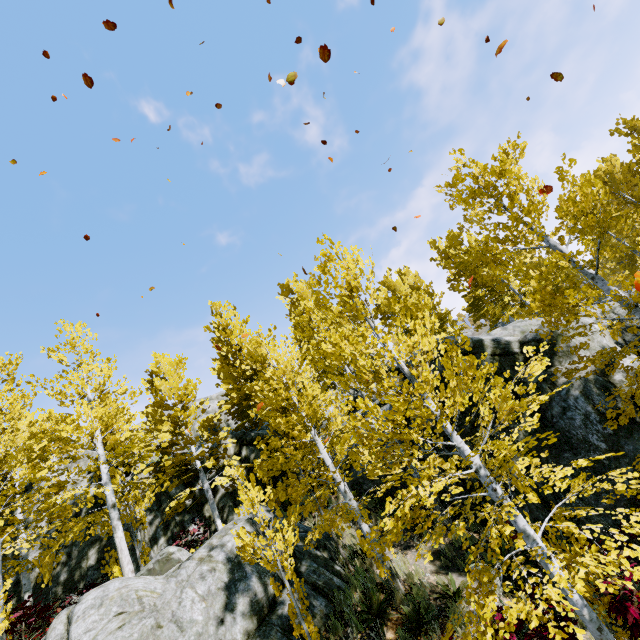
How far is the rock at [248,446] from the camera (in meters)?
15.85

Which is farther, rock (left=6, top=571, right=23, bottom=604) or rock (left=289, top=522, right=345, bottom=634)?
rock (left=6, top=571, right=23, bottom=604)

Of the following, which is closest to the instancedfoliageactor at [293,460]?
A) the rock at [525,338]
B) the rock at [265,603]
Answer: the rock at [525,338]

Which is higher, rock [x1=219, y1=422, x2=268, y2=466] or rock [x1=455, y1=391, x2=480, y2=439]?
rock [x1=219, y1=422, x2=268, y2=466]

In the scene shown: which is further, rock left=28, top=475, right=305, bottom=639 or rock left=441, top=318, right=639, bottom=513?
rock left=441, top=318, right=639, bottom=513

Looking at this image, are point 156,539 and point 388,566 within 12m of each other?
yes

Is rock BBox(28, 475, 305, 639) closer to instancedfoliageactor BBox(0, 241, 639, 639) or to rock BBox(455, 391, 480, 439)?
rock BBox(455, 391, 480, 439)

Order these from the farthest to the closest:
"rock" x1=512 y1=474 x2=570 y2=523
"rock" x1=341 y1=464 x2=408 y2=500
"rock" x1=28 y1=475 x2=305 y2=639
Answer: "rock" x1=341 y1=464 x2=408 y2=500 → "rock" x1=512 y1=474 x2=570 y2=523 → "rock" x1=28 y1=475 x2=305 y2=639
